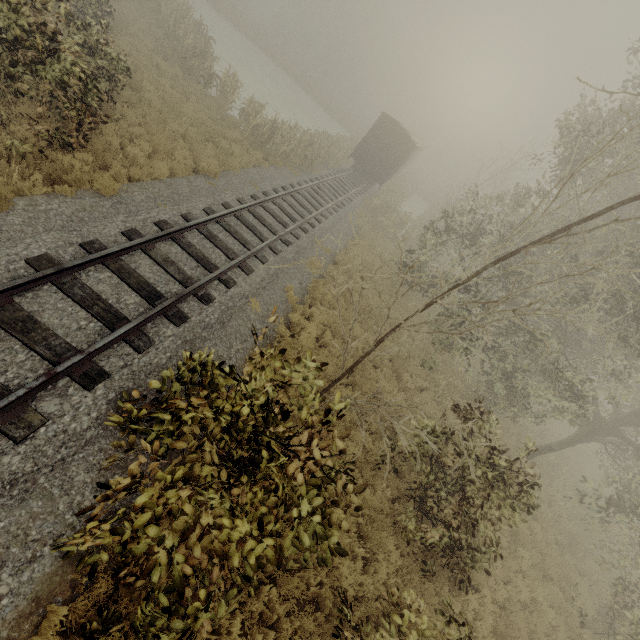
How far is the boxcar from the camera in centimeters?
2339cm

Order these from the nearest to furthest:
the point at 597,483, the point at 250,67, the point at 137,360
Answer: the point at 137,360
the point at 597,483
the point at 250,67

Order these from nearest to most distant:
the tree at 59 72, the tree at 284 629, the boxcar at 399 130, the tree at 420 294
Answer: the tree at 420 294 < the tree at 284 629 < the tree at 59 72 < the boxcar at 399 130

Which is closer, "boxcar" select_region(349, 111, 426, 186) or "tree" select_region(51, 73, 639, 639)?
"tree" select_region(51, 73, 639, 639)

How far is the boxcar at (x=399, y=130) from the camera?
23.4m

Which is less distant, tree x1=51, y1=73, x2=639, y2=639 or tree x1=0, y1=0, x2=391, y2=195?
tree x1=51, y1=73, x2=639, y2=639
